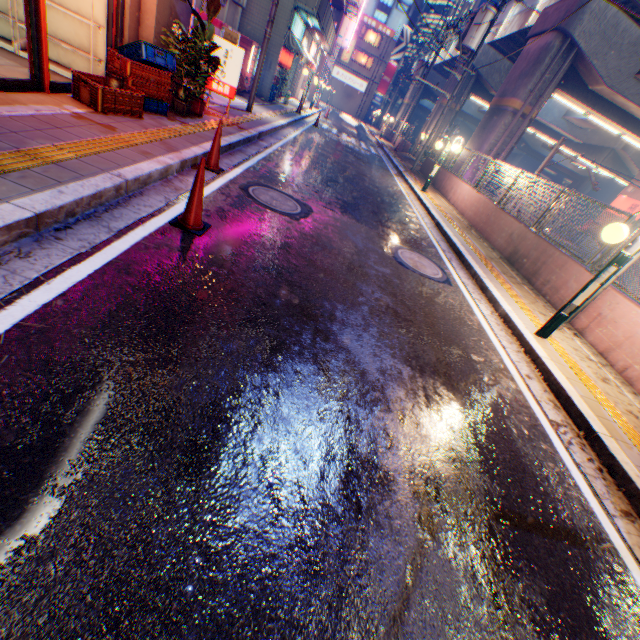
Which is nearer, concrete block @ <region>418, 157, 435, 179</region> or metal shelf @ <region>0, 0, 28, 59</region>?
metal shelf @ <region>0, 0, 28, 59</region>

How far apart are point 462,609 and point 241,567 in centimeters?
135cm

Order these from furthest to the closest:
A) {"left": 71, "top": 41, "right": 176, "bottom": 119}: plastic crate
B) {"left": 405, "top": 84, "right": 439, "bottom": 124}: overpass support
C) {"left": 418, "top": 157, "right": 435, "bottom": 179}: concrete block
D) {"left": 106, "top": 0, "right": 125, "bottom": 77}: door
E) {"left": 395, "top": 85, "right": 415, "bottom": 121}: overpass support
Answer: {"left": 395, "top": 85, "right": 415, "bottom": 121}: overpass support
{"left": 405, "top": 84, "right": 439, "bottom": 124}: overpass support
{"left": 418, "top": 157, "right": 435, "bottom": 179}: concrete block
{"left": 106, "top": 0, "right": 125, "bottom": 77}: door
{"left": 71, "top": 41, "right": 176, "bottom": 119}: plastic crate

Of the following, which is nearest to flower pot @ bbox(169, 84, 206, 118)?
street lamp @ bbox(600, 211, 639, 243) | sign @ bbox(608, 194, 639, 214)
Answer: street lamp @ bbox(600, 211, 639, 243)

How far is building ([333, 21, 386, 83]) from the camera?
50.66m

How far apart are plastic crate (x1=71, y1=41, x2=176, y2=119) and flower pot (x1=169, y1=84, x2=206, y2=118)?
0.5m

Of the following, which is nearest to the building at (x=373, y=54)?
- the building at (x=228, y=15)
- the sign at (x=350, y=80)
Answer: the sign at (x=350, y=80)

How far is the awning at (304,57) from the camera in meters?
16.2
